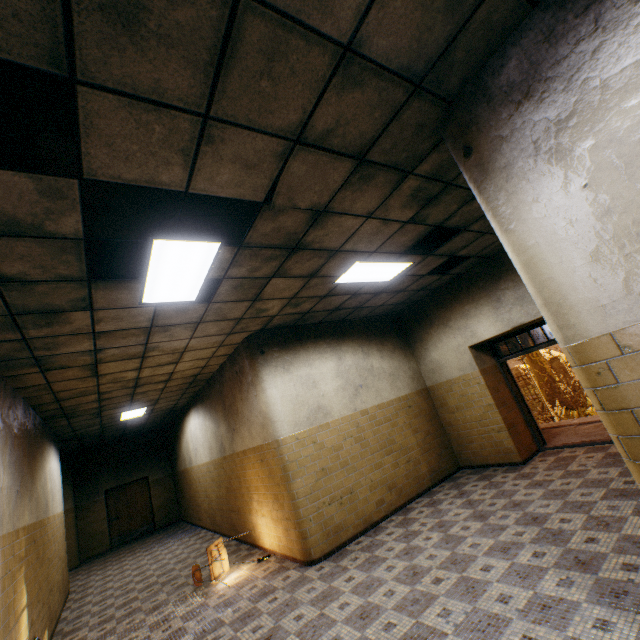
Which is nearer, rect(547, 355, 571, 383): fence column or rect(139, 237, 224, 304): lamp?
rect(139, 237, 224, 304): lamp

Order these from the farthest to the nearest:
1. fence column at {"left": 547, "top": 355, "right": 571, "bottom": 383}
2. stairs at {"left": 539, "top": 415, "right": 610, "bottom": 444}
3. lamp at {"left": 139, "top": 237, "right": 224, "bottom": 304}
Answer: fence column at {"left": 547, "top": 355, "right": 571, "bottom": 383}, stairs at {"left": 539, "top": 415, "right": 610, "bottom": 444}, lamp at {"left": 139, "top": 237, "right": 224, "bottom": 304}

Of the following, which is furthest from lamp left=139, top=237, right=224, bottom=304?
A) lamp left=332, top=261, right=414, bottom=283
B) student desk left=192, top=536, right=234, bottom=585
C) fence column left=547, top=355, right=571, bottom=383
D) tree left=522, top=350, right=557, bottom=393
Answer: fence column left=547, top=355, right=571, bottom=383

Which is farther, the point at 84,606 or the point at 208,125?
the point at 84,606

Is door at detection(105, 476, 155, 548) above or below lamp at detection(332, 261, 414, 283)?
below

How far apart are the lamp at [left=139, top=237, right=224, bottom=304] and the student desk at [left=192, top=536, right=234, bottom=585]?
4.48m

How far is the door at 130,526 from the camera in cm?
1299

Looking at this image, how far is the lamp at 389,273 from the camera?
4.9m
